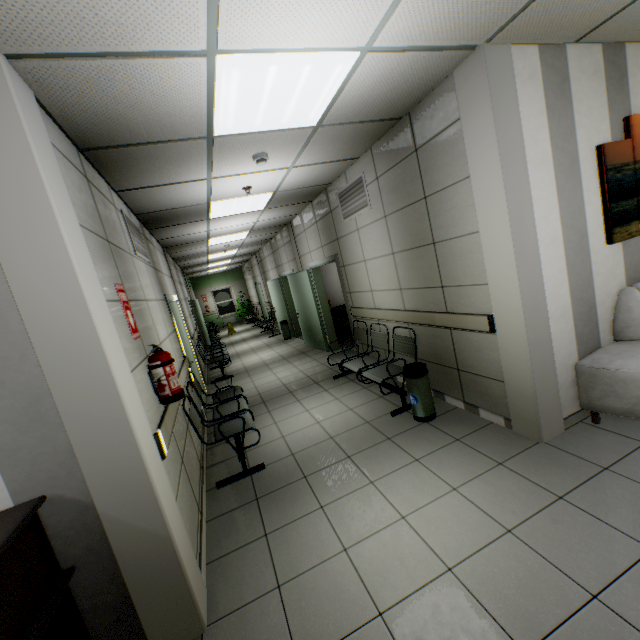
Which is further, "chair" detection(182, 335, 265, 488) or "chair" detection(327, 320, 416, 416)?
"chair" detection(327, 320, 416, 416)

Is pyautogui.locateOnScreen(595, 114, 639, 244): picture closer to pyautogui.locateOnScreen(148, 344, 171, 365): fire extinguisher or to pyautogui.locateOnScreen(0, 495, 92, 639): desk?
pyautogui.locateOnScreen(148, 344, 171, 365): fire extinguisher

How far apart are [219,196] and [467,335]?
3.67m

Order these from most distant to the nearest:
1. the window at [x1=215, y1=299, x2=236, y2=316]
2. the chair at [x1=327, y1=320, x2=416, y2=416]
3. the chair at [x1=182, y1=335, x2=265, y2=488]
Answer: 1. the window at [x1=215, y1=299, x2=236, y2=316]
2. the chair at [x1=327, y1=320, x2=416, y2=416]
3. the chair at [x1=182, y1=335, x2=265, y2=488]

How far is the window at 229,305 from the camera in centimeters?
1920cm

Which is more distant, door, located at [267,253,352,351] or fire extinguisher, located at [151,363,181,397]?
door, located at [267,253,352,351]

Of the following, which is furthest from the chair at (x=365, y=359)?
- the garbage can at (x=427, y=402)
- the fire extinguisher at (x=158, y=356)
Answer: the fire extinguisher at (x=158, y=356)

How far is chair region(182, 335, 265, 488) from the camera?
3.4m
